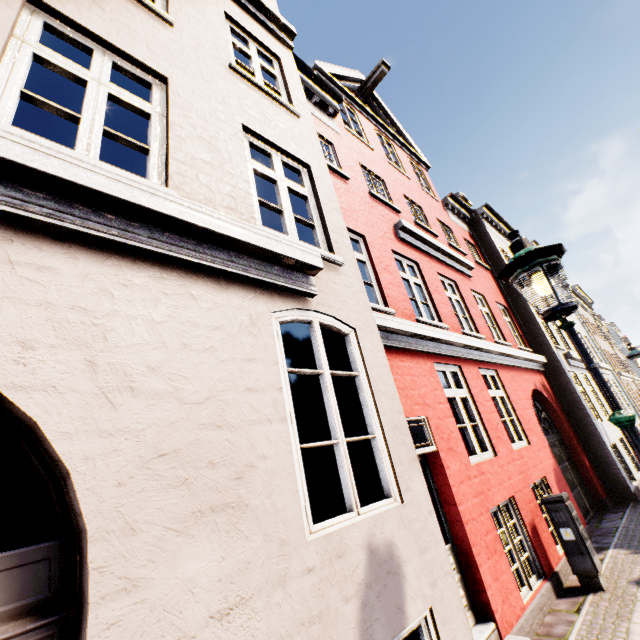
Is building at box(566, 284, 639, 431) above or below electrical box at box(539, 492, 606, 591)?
above

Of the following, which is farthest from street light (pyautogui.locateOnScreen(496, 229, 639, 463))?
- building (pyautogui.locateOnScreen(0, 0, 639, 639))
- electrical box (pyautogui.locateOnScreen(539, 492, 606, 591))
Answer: electrical box (pyautogui.locateOnScreen(539, 492, 606, 591))

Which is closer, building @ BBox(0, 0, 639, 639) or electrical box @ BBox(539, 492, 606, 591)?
building @ BBox(0, 0, 639, 639)

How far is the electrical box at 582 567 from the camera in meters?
4.9

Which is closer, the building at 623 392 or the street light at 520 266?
the street light at 520 266

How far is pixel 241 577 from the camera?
1.78m
